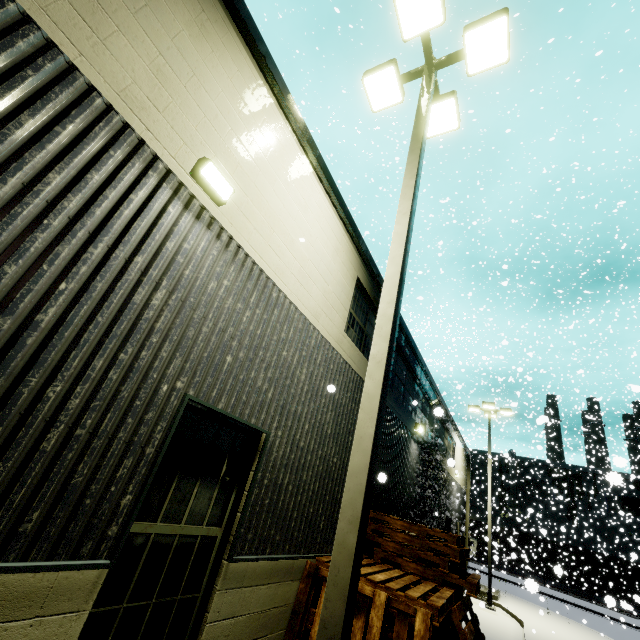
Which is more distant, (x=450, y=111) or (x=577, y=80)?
(x=577, y=80)

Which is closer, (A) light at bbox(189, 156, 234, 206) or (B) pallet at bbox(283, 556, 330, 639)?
(A) light at bbox(189, 156, 234, 206)

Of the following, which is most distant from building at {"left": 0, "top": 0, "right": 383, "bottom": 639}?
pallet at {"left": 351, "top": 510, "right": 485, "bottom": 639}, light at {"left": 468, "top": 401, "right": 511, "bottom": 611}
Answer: light at {"left": 468, "top": 401, "right": 511, "bottom": 611}

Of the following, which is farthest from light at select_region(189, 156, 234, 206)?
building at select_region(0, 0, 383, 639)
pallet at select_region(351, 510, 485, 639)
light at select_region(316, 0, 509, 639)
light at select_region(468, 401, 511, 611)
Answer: light at select_region(468, 401, 511, 611)

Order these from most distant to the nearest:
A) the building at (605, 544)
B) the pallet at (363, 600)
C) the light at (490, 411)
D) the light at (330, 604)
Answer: the building at (605, 544)
the light at (490, 411)
the pallet at (363, 600)
the light at (330, 604)

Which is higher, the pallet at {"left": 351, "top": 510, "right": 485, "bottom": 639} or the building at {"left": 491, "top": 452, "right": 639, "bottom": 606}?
the building at {"left": 491, "top": 452, "right": 639, "bottom": 606}

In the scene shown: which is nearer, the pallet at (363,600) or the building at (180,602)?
the building at (180,602)

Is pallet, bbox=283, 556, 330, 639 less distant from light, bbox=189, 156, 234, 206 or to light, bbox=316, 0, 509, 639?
light, bbox=316, 0, 509, 639
